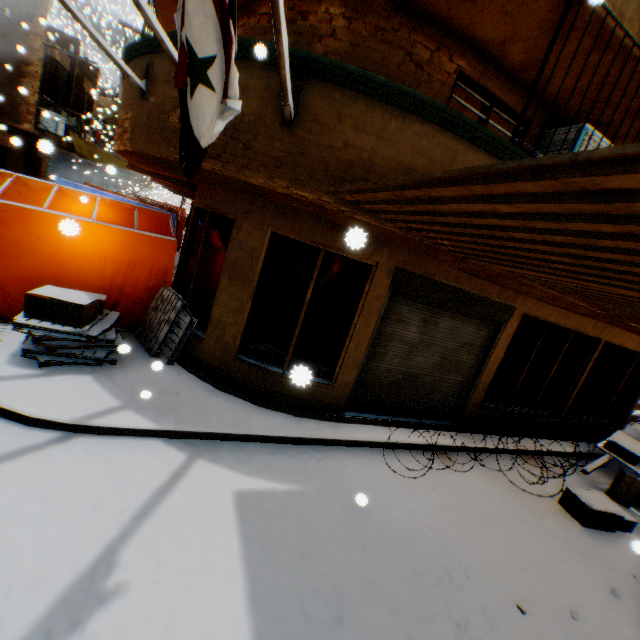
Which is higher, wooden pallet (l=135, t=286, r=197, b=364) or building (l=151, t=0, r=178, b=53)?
building (l=151, t=0, r=178, b=53)

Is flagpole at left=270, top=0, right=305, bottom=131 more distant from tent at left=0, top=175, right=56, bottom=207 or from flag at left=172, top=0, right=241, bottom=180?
tent at left=0, top=175, right=56, bottom=207

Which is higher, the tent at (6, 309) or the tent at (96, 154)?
the tent at (96, 154)

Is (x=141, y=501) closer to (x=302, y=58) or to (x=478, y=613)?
(x=478, y=613)

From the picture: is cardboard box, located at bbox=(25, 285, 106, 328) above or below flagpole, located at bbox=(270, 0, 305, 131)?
below

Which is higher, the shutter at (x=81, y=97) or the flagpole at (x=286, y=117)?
the shutter at (x=81, y=97)

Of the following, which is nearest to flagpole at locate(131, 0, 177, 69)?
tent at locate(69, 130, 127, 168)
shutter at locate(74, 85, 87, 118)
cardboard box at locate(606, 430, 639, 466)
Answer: tent at locate(69, 130, 127, 168)

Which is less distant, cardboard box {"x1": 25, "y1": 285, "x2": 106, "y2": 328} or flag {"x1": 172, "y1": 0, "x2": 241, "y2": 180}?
flag {"x1": 172, "y1": 0, "x2": 241, "y2": 180}
